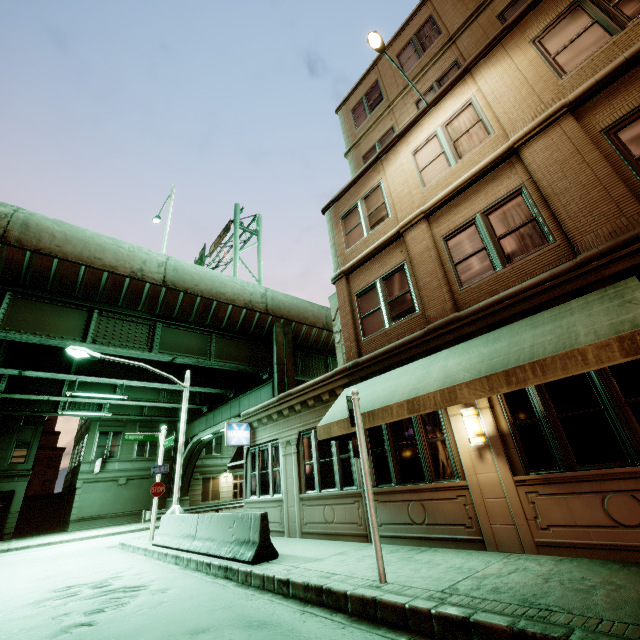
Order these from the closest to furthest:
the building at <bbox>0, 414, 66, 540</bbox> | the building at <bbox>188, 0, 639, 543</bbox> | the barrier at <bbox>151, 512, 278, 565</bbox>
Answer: the building at <bbox>188, 0, 639, 543</bbox> → the barrier at <bbox>151, 512, 278, 565</bbox> → the building at <bbox>0, 414, 66, 540</bbox>

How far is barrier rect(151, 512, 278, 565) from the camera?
7.57m

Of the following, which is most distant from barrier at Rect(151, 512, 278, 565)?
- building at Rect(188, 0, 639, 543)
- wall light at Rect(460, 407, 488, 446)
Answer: wall light at Rect(460, 407, 488, 446)

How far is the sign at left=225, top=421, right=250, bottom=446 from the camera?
13.41m

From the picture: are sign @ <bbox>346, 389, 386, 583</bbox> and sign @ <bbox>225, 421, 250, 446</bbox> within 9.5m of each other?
yes

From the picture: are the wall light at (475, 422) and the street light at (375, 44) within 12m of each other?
yes

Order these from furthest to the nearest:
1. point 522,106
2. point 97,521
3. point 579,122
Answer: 1. point 97,521
2. point 522,106
3. point 579,122

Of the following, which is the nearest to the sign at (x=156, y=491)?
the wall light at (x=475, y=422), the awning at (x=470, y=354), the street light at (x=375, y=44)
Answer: the awning at (x=470, y=354)
